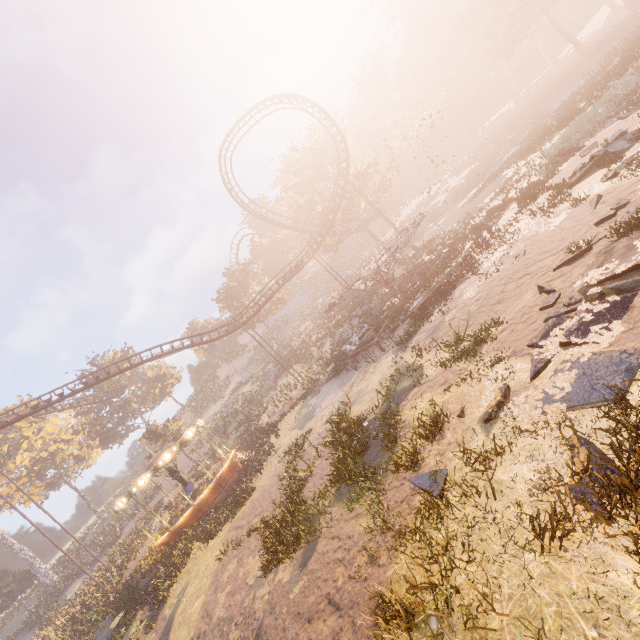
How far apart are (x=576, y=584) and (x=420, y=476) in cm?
431

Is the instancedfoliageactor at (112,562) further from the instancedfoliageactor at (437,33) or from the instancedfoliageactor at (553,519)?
the instancedfoliageactor at (437,33)

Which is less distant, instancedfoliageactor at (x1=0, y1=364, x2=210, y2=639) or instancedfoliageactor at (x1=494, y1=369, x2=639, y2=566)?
instancedfoliageactor at (x1=494, y1=369, x2=639, y2=566)

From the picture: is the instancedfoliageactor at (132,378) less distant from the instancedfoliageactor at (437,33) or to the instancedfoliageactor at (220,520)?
the instancedfoliageactor at (220,520)

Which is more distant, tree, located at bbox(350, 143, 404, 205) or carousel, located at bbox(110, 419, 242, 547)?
tree, located at bbox(350, 143, 404, 205)

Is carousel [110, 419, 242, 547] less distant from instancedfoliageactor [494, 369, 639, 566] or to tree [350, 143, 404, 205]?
instancedfoliageactor [494, 369, 639, 566]

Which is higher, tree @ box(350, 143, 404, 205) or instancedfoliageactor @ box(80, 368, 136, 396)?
instancedfoliageactor @ box(80, 368, 136, 396)

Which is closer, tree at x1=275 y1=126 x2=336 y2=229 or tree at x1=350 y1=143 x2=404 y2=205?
tree at x1=350 y1=143 x2=404 y2=205
